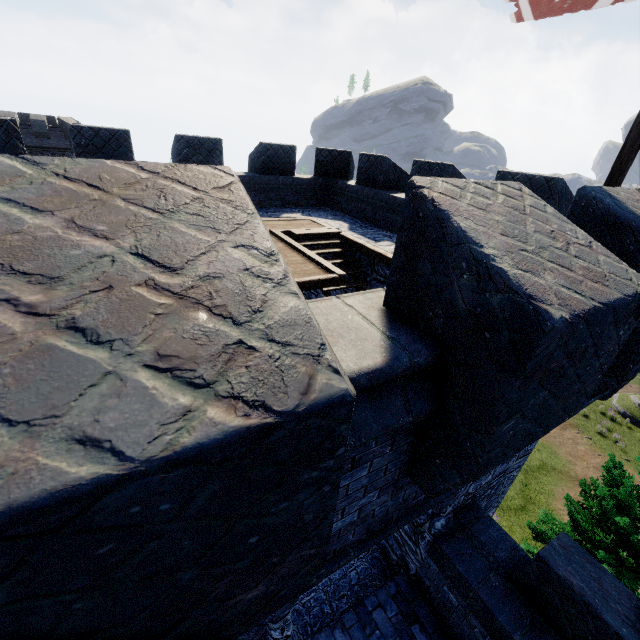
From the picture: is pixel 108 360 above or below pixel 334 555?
above

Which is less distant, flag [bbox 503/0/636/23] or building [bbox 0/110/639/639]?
building [bbox 0/110/639/639]

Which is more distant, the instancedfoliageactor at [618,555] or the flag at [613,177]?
the instancedfoliageactor at [618,555]

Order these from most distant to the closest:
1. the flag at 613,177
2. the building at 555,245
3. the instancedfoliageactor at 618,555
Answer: the instancedfoliageactor at 618,555
the flag at 613,177
the building at 555,245

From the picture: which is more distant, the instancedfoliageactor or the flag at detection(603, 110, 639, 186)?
the instancedfoliageactor

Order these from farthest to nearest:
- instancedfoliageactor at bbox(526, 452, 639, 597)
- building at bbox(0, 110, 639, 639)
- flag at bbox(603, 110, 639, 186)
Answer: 1. instancedfoliageactor at bbox(526, 452, 639, 597)
2. flag at bbox(603, 110, 639, 186)
3. building at bbox(0, 110, 639, 639)

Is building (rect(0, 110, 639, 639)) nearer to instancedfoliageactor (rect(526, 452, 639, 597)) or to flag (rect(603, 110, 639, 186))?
flag (rect(603, 110, 639, 186))

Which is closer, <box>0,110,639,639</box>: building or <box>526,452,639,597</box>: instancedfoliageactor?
<box>0,110,639,639</box>: building
